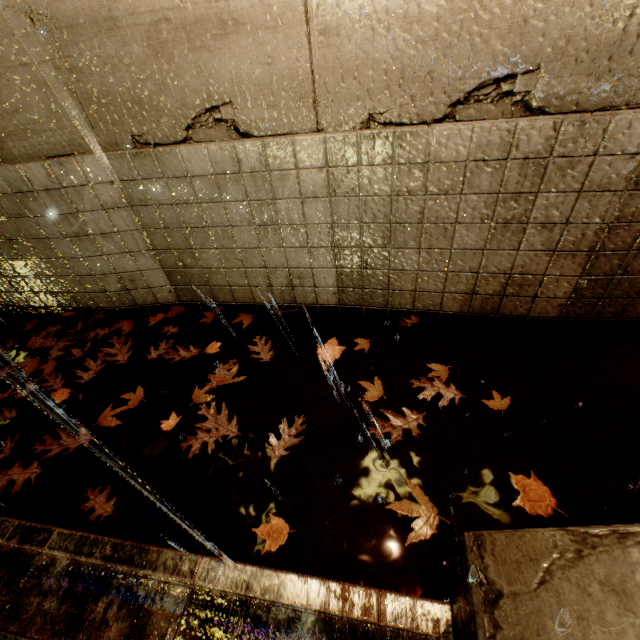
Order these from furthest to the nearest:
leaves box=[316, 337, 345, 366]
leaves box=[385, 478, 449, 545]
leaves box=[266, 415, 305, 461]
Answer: leaves box=[316, 337, 345, 366] → leaves box=[266, 415, 305, 461] → leaves box=[385, 478, 449, 545]

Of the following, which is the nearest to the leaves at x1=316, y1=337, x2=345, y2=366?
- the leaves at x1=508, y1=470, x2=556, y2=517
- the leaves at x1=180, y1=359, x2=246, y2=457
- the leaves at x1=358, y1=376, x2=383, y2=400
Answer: the leaves at x1=358, y1=376, x2=383, y2=400

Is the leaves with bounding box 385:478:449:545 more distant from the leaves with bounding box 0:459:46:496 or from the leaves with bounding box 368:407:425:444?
the leaves with bounding box 0:459:46:496

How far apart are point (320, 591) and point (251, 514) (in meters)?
0.89

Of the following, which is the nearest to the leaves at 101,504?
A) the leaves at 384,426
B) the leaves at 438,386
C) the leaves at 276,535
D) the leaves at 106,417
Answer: the leaves at 106,417

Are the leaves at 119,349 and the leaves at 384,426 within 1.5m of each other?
no

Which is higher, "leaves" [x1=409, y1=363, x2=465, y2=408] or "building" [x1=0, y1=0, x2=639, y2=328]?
"building" [x1=0, y1=0, x2=639, y2=328]

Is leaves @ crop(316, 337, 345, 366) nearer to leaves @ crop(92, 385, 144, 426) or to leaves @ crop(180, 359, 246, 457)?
leaves @ crop(180, 359, 246, 457)
